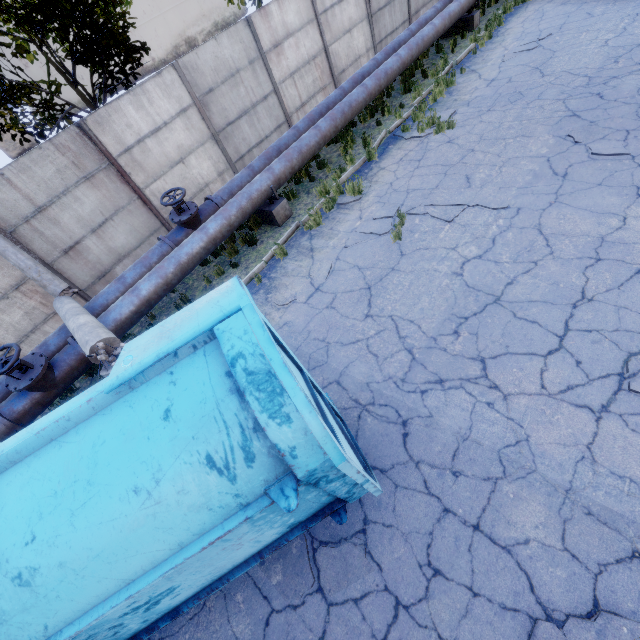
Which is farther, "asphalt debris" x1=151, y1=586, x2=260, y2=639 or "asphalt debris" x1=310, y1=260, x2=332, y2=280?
"asphalt debris" x1=310, y1=260, x2=332, y2=280

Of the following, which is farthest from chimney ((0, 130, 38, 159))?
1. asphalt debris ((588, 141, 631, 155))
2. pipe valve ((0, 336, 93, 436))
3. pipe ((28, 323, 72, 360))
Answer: asphalt debris ((588, 141, 631, 155))

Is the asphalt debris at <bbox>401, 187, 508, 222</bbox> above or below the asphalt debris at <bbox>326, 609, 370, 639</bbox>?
above

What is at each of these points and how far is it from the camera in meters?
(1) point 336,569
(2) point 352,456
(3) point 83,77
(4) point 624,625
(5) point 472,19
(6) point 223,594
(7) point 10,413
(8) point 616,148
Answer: (1) asphalt debris, 3.6
(2) truck dump back, 3.1
(3) storage tank, 58.7
(4) asphalt debris, 2.6
(5) pipe holder, 12.7
(6) asphalt debris, 3.8
(7) pipe valve, 5.6
(8) asphalt debris, 6.0

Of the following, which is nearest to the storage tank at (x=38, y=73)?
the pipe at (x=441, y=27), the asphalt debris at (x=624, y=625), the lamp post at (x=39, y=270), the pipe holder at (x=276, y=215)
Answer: the pipe at (x=441, y=27)

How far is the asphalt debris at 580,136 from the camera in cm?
656

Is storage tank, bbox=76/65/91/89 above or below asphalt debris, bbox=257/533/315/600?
above

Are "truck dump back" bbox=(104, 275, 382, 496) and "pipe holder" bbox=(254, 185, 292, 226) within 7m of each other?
yes
